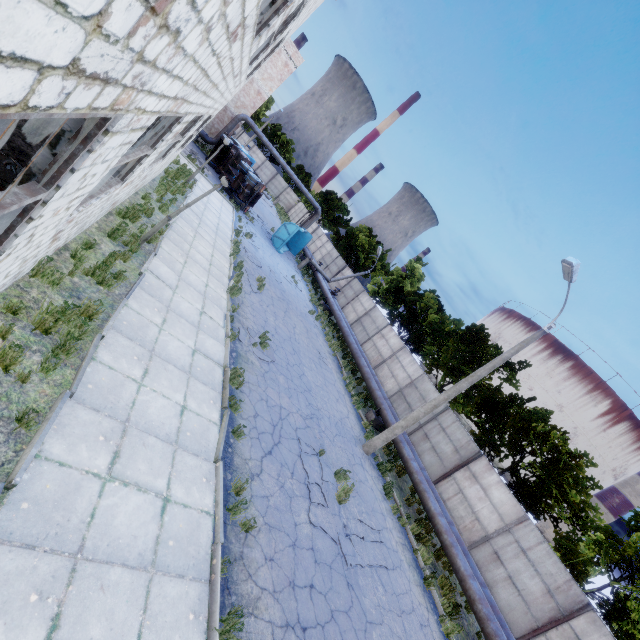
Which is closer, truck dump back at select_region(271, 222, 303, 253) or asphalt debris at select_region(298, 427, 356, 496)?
asphalt debris at select_region(298, 427, 356, 496)

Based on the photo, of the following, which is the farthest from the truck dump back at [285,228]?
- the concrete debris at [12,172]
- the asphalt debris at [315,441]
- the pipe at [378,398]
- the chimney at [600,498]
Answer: Answer: the chimney at [600,498]

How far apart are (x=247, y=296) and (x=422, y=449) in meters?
12.3 m

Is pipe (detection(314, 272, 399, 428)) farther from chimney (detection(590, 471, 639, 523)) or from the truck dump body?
chimney (detection(590, 471, 639, 523))

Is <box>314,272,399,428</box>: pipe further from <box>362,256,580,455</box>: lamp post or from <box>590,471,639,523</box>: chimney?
<box>590,471,639,523</box>: chimney

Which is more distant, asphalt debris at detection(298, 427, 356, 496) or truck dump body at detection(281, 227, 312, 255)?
truck dump body at detection(281, 227, 312, 255)

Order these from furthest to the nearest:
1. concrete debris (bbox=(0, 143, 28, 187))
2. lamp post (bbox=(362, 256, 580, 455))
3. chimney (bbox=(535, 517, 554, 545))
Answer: chimney (bbox=(535, 517, 554, 545)), lamp post (bbox=(362, 256, 580, 455)), concrete debris (bbox=(0, 143, 28, 187))

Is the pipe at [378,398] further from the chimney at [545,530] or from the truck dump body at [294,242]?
the chimney at [545,530]
